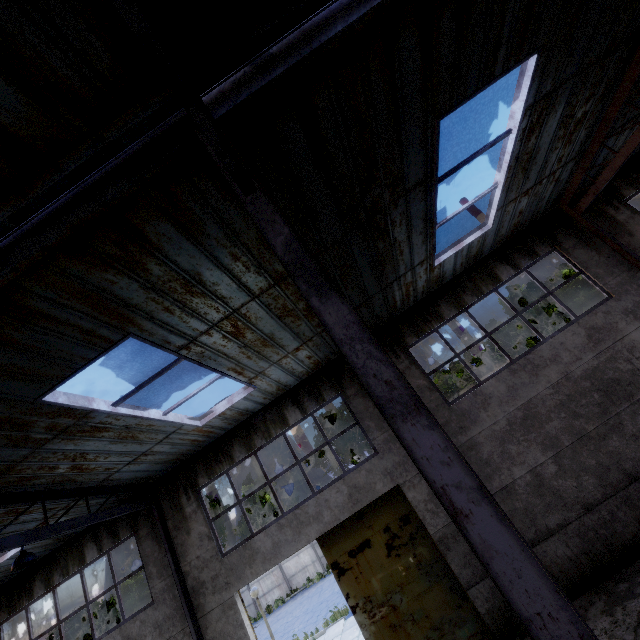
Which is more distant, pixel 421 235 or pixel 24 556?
pixel 421 235

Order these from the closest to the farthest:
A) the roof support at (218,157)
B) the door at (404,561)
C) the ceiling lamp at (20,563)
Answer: the roof support at (218,157) < the ceiling lamp at (20,563) < the door at (404,561)

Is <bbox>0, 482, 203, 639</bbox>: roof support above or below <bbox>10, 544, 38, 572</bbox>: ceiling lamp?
above

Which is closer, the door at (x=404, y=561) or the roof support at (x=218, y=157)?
the roof support at (x=218, y=157)

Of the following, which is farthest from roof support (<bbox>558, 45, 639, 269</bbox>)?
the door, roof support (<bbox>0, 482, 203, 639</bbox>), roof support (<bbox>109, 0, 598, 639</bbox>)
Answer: roof support (<bbox>0, 482, 203, 639</bbox>)

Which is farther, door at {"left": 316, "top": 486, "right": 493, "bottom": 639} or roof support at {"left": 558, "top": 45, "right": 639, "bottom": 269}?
door at {"left": 316, "top": 486, "right": 493, "bottom": 639}

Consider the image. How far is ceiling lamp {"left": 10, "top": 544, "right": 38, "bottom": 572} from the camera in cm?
637

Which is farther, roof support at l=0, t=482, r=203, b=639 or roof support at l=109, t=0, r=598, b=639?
roof support at l=0, t=482, r=203, b=639
